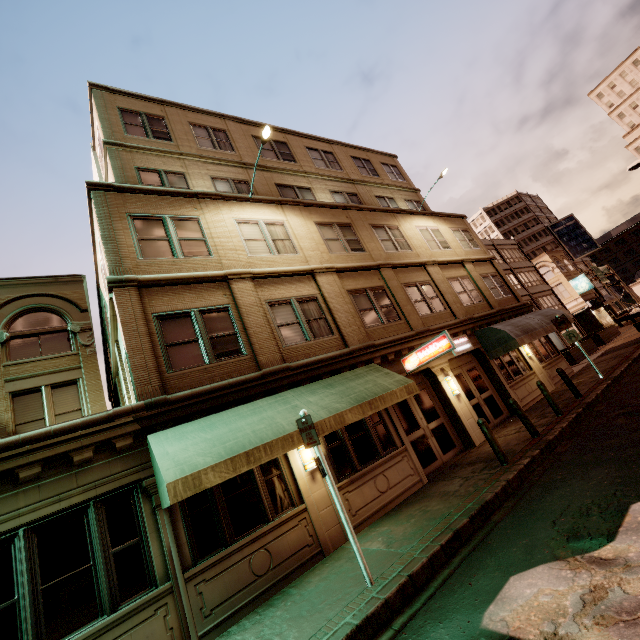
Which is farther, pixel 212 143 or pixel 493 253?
pixel 493 253

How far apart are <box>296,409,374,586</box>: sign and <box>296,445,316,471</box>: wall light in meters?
2.3

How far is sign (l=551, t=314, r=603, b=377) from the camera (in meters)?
13.79

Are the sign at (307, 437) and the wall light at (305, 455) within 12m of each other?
yes

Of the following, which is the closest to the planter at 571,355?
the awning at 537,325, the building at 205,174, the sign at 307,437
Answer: the awning at 537,325

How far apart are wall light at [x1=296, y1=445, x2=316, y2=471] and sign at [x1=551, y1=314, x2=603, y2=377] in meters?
12.9 m

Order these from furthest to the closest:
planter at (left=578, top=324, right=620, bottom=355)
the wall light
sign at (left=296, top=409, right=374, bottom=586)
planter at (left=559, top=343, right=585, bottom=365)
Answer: planter at (left=578, top=324, right=620, bottom=355) → planter at (left=559, top=343, right=585, bottom=365) → the wall light → sign at (left=296, top=409, right=374, bottom=586)

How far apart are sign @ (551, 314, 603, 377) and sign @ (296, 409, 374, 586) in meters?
13.8 m
